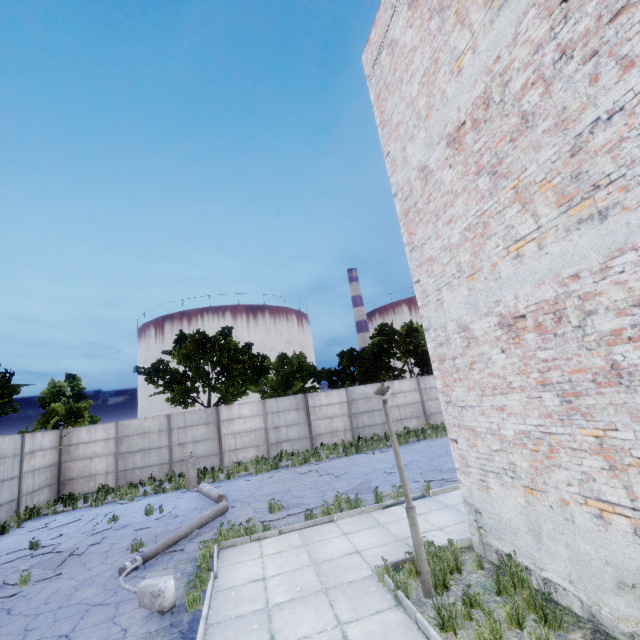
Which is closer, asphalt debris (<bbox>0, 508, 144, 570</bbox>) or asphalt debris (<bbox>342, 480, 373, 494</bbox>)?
asphalt debris (<bbox>0, 508, 144, 570</bbox>)

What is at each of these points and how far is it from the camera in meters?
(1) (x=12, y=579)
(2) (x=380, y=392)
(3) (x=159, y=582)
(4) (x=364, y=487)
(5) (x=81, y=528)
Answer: (1) asphalt debris, 8.1 m
(2) lamp post, 5.6 m
(3) lamp post, 5.7 m
(4) asphalt debris, 11.1 m
(5) asphalt debris, 11.5 m

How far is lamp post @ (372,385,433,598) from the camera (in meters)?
5.12

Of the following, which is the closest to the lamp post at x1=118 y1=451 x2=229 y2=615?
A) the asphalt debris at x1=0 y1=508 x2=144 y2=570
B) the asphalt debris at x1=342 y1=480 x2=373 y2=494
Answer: the asphalt debris at x1=0 y1=508 x2=144 y2=570

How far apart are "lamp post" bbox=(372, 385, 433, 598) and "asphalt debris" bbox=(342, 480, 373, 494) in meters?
4.3 m

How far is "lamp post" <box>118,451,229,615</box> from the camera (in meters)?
5.57

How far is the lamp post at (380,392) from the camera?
5.12m

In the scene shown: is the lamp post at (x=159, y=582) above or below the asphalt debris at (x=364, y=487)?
above
